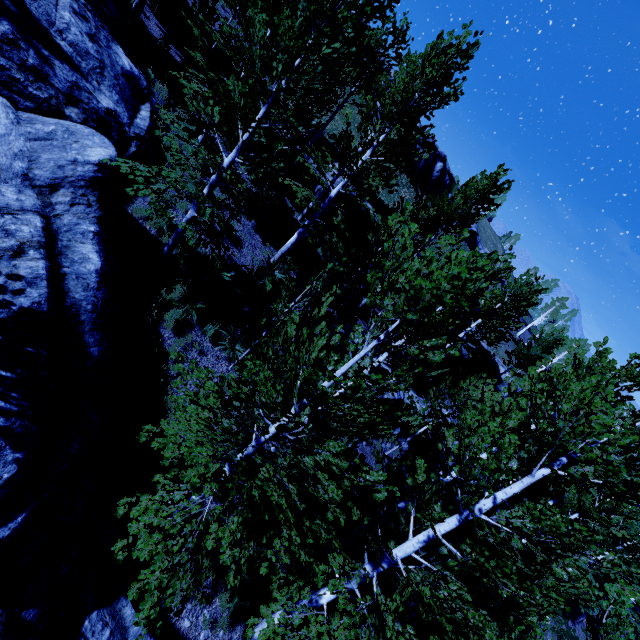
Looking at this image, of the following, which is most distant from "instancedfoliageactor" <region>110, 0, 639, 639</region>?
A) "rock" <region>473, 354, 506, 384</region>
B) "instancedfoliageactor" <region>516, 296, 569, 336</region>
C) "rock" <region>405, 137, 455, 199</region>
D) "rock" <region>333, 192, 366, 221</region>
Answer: "rock" <region>405, 137, 455, 199</region>

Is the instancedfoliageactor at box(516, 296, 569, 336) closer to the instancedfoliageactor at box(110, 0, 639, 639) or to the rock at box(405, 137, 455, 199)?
the instancedfoliageactor at box(110, 0, 639, 639)

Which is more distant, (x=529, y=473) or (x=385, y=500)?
(x=385, y=500)

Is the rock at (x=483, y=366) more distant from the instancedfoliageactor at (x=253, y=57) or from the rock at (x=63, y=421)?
the rock at (x=63, y=421)

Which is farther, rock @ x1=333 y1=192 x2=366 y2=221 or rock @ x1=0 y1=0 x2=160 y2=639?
rock @ x1=333 y1=192 x2=366 y2=221

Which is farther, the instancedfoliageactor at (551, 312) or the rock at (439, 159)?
the instancedfoliageactor at (551, 312)

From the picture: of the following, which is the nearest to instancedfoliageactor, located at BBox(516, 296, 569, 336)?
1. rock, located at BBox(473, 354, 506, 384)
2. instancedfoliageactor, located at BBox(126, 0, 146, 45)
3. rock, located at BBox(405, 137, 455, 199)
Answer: instancedfoliageactor, located at BBox(126, 0, 146, 45)

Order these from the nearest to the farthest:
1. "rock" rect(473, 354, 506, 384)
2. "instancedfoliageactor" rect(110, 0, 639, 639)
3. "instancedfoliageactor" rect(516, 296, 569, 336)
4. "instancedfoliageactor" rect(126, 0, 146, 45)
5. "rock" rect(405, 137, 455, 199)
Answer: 1. "instancedfoliageactor" rect(110, 0, 639, 639)
2. "instancedfoliageactor" rect(126, 0, 146, 45)
3. "rock" rect(473, 354, 506, 384)
4. "rock" rect(405, 137, 455, 199)
5. "instancedfoliageactor" rect(516, 296, 569, 336)
